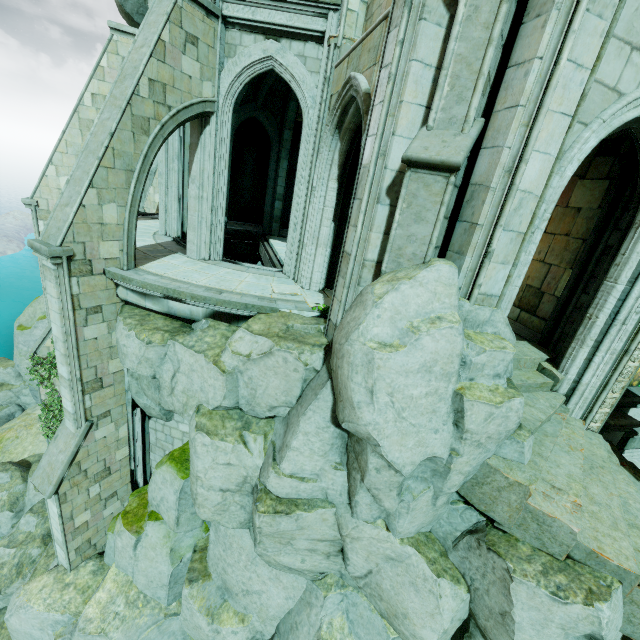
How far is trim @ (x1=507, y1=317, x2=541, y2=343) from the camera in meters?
8.7

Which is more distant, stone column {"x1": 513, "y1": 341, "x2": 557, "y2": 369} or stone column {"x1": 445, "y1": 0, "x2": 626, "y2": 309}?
stone column {"x1": 513, "y1": 341, "x2": 557, "y2": 369}

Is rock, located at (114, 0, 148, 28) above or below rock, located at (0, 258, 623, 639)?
above

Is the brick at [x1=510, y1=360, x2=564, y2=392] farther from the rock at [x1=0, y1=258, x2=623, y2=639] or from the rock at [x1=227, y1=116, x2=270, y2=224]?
the rock at [x1=227, y1=116, x2=270, y2=224]

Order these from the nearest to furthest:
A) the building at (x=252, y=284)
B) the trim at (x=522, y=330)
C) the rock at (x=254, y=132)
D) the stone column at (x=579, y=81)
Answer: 1. the stone column at (x=579, y=81)
2. the building at (x=252, y=284)
3. the trim at (x=522, y=330)
4. the rock at (x=254, y=132)

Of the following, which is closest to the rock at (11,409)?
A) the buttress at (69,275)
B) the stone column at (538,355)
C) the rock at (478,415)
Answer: the rock at (478,415)

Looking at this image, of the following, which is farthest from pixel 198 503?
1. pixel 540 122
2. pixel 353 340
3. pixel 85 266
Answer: pixel 540 122

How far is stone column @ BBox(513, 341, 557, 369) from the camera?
7.18m
